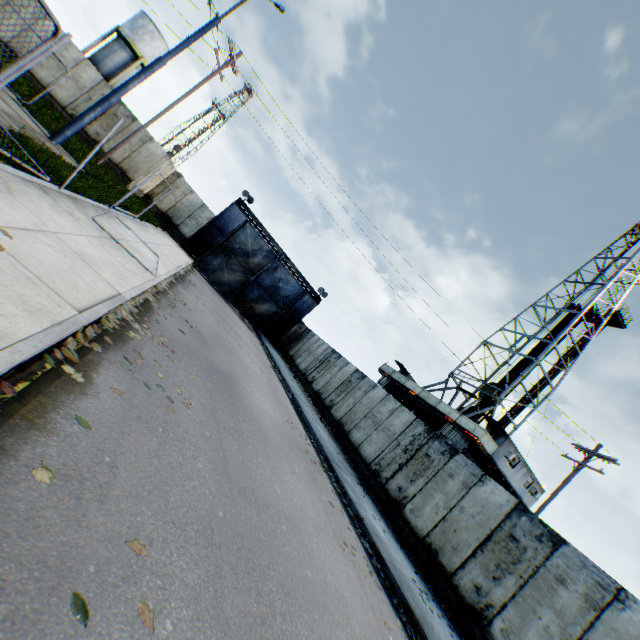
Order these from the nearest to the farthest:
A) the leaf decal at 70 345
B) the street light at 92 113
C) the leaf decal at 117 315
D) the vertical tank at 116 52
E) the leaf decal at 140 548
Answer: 1. the leaf decal at 140 548
2. the leaf decal at 70 345
3. the leaf decal at 117 315
4. the street light at 92 113
5. the vertical tank at 116 52

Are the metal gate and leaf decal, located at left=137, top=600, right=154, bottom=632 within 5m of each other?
no

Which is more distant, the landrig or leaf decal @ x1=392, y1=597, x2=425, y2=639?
the landrig

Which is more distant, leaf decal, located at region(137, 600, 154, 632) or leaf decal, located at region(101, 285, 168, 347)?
leaf decal, located at region(101, 285, 168, 347)

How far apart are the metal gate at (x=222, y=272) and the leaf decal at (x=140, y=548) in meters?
25.2 m

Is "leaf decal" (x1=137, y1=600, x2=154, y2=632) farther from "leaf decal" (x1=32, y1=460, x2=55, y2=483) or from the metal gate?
the metal gate

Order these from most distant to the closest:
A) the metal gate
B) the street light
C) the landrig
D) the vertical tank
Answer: the vertical tank → the metal gate → the landrig → the street light

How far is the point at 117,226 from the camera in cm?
993
